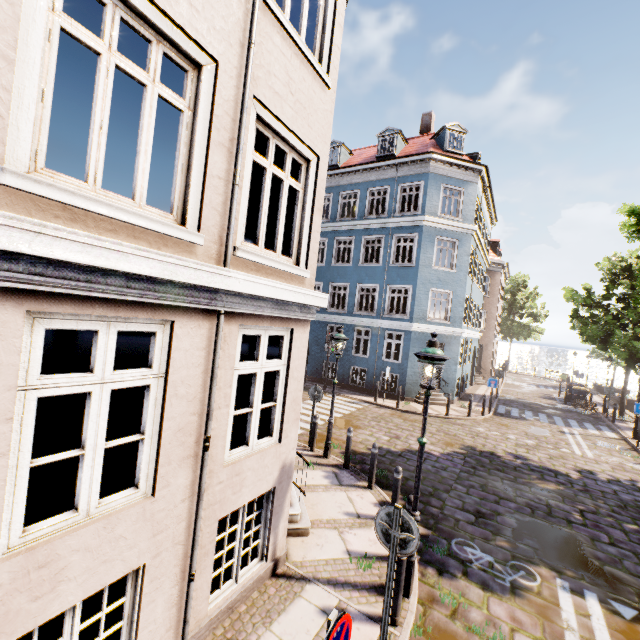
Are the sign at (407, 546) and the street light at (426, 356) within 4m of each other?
yes

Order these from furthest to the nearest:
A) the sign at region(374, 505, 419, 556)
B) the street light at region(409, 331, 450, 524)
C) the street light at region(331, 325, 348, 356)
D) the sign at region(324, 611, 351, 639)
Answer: the street light at region(331, 325, 348, 356)
the street light at region(409, 331, 450, 524)
the sign at region(374, 505, 419, 556)
the sign at region(324, 611, 351, 639)

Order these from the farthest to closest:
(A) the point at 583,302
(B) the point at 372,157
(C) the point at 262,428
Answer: (B) the point at 372,157 < (A) the point at 583,302 < (C) the point at 262,428

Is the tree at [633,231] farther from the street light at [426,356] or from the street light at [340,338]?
the street light at [340,338]

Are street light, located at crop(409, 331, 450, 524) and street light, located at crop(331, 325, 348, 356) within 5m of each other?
yes

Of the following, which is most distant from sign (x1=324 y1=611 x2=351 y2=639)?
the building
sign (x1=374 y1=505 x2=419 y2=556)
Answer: the building

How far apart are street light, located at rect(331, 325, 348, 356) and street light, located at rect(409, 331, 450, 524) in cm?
419

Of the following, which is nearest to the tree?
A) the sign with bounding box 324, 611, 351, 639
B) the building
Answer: the building
